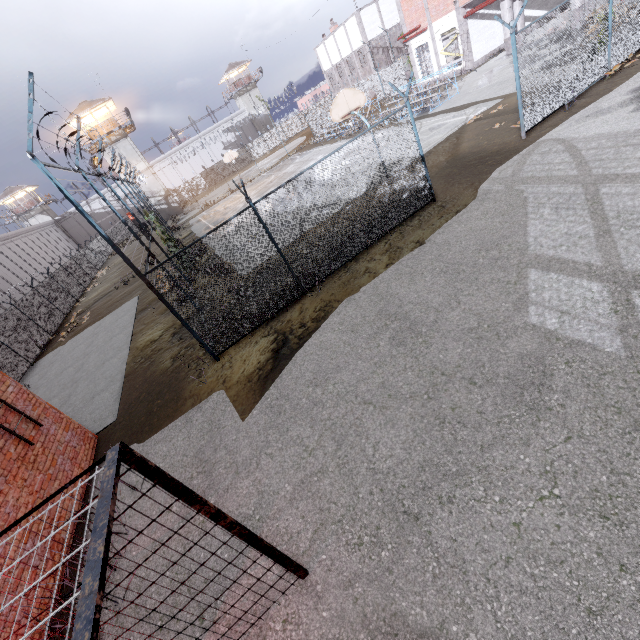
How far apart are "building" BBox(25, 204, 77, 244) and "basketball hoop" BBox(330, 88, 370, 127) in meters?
63.4 m

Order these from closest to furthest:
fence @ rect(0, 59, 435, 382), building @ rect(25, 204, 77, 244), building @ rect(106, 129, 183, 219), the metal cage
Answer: the metal cage < fence @ rect(0, 59, 435, 382) < building @ rect(106, 129, 183, 219) < building @ rect(25, 204, 77, 244)

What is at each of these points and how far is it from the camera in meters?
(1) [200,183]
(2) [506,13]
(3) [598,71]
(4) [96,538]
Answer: (1) fence, 56.6
(2) column, 21.9
(3) fence, 11.0
(4) metal cage, 1.7

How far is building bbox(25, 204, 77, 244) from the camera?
54.2 meters

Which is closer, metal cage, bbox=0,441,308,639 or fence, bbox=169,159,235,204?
metal cage, bbox=0,441,308,639

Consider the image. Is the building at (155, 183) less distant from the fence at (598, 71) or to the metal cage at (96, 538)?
the fence at (598, 71)

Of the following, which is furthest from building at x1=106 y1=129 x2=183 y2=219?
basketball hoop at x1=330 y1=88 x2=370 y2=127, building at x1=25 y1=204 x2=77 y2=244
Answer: basketball hoop at x1=330 y1=88 x2=370 y2=127

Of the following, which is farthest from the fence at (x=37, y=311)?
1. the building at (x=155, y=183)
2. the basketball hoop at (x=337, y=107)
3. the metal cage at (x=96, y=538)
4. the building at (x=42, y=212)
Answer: the building at (x=42, y=212)
